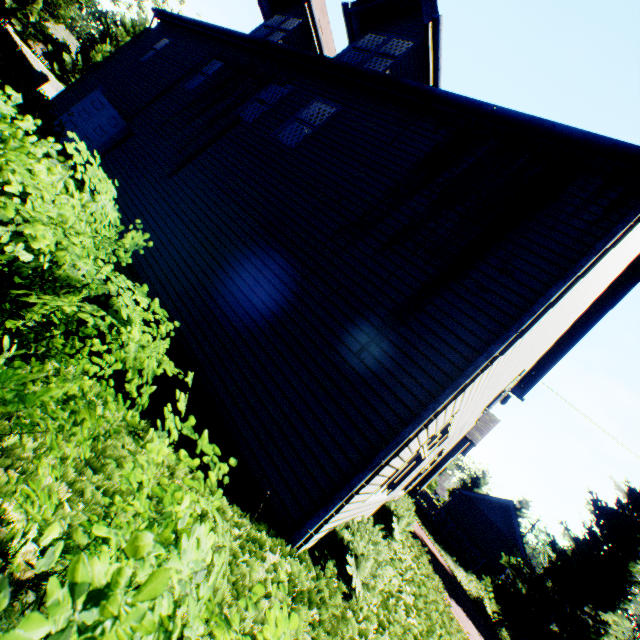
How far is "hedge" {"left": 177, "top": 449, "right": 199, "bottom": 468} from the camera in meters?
1.4 m

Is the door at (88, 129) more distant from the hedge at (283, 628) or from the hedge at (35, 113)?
the hedge at (283, 628)

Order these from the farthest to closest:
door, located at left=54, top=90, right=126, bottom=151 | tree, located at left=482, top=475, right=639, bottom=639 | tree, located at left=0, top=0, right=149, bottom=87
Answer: tree, located at left=0, top=0, right=149, bottom=87 < tree, located at left=482, top=475, right=639, bottom=639 < door, located at left=54, top=90, right=126, bottom=151

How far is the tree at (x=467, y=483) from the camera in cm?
4762

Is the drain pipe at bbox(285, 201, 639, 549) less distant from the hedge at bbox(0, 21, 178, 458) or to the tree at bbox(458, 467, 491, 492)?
the hedge at bbox(0, 21, 178, 458)

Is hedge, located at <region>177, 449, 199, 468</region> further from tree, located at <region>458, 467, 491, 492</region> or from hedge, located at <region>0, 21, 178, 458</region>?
tree, located at <region>458, 467, 491, 492</region>

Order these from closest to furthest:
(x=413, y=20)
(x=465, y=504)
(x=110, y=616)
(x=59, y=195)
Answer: (x=110, y=616)
(x=59, y=195)
(x=413, y=20)
(x=465, y=504)

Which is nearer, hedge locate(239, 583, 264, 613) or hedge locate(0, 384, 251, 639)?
hedge locate(0, 384, 251, 639)
